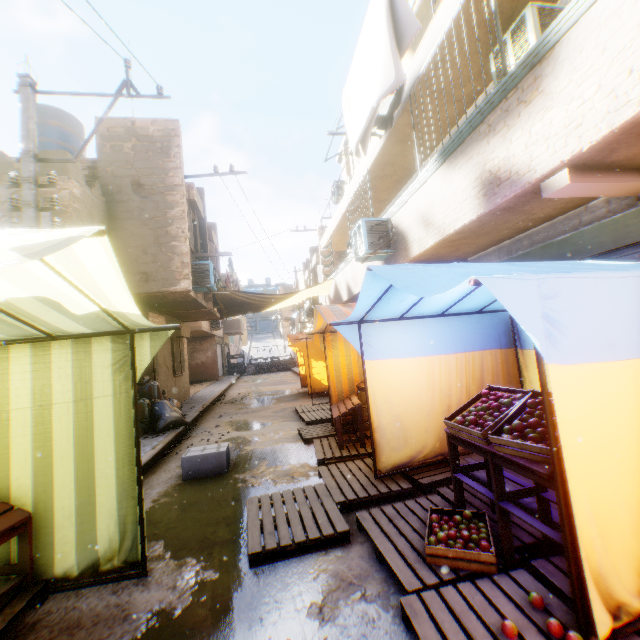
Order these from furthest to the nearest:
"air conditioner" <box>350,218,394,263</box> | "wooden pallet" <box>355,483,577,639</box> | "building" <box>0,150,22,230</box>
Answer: "air conditioner" <box>350,218,394,263</box> → "building" <box>0,150,22,230</box> → "wooden pallet" <box>355,483,577,639</box>

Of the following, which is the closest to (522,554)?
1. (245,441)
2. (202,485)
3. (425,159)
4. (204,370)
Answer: (202,485)

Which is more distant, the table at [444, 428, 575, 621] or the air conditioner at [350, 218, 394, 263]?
the air conditioner at [350, 218, 394, 263]

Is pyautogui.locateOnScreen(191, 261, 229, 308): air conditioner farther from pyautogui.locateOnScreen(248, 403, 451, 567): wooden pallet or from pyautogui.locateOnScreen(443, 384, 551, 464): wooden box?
pyautogui.locateOnScreen(443, 384, 551, 464): wooden box

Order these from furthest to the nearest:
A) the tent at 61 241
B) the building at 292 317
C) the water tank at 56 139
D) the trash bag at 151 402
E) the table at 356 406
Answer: the building at 292 317 < the water tank at 56 139 < the trash bag at 151 402 < the table at 356 406 < the tent at 61 241

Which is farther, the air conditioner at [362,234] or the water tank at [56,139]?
the water tank at [56,139]

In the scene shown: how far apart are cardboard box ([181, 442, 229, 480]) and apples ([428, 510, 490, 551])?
→ 2.81m

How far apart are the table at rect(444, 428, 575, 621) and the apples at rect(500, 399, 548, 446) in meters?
0.1
